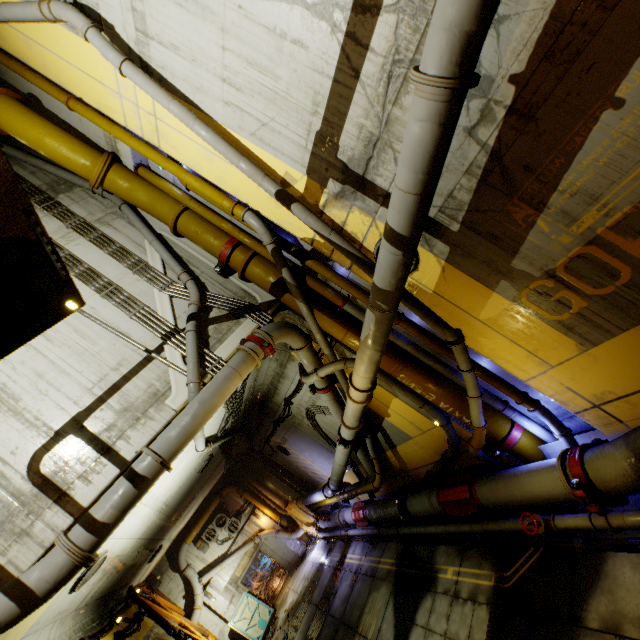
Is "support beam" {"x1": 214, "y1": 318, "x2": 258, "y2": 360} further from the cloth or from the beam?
the beam

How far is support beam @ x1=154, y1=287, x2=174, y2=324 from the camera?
7.3m

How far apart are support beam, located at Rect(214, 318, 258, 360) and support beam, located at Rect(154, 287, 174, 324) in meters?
1.1 m

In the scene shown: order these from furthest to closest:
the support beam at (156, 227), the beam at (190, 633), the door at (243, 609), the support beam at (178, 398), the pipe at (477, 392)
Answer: the door at (243, 609) → the beam at (190, 633) → the support beam at (156, 227) → the support beam at (178, 398) → the pipe at (477, 392)

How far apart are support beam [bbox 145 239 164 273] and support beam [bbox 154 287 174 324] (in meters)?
0.33

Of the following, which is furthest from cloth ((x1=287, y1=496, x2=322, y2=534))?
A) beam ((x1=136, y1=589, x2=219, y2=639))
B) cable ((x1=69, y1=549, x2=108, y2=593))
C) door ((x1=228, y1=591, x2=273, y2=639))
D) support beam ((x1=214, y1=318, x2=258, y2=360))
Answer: support beam ((x1=214, y1=318, x2=258, y2=360))

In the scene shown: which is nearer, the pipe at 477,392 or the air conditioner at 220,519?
the pipe at 477,392

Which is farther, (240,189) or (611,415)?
(240,189)
